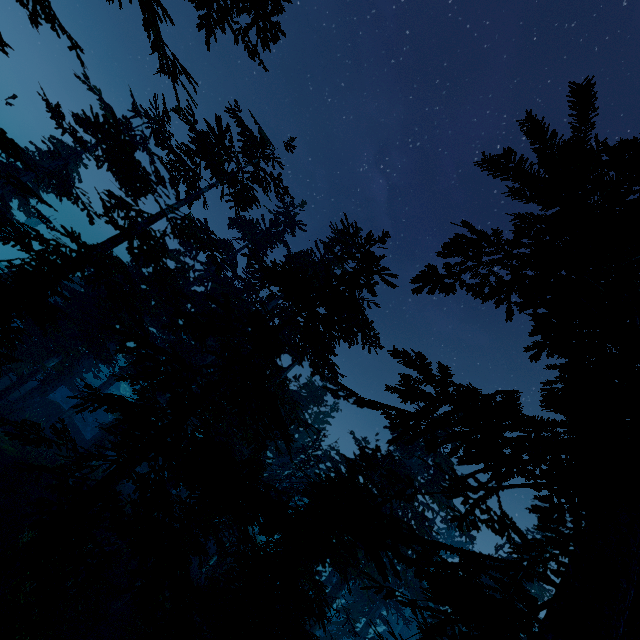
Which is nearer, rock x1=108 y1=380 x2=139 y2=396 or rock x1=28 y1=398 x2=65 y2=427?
rock x1=28 y1=398 x2=65 y2=427

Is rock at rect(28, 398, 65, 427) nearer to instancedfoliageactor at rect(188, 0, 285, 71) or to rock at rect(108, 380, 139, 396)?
instancedfoliageactor at rect(188, 0, 285, 71)

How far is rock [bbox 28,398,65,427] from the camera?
26.9m

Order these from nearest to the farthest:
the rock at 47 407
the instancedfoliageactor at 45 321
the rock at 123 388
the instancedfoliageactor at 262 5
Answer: Answer: the instancedfoliageactor at 45 321, the instancedfoliageactor at 262 5, the rock at 47 407, the rock at 123 388

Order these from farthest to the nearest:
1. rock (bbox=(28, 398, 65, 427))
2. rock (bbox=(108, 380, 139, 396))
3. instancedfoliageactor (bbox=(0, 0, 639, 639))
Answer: rock (bbox=(108, 380, 139, 396)) → rock (bbox=(28, 398, 65, 427)) → instancedfoliageactor (bbox=(0, 0, 639, 639))

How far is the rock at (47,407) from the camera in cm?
2689

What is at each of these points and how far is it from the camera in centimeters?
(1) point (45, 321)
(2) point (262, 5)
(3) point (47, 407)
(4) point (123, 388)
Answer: (1) instancedfoliageactor, 1307cm
(2) instancedfoliageactor, 1131cm
(3) rock, 2817cm
(4) rock, 5672cm

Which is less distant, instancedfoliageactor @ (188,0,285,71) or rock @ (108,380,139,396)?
instancedfoliageactor @ (188,0,285,71)
